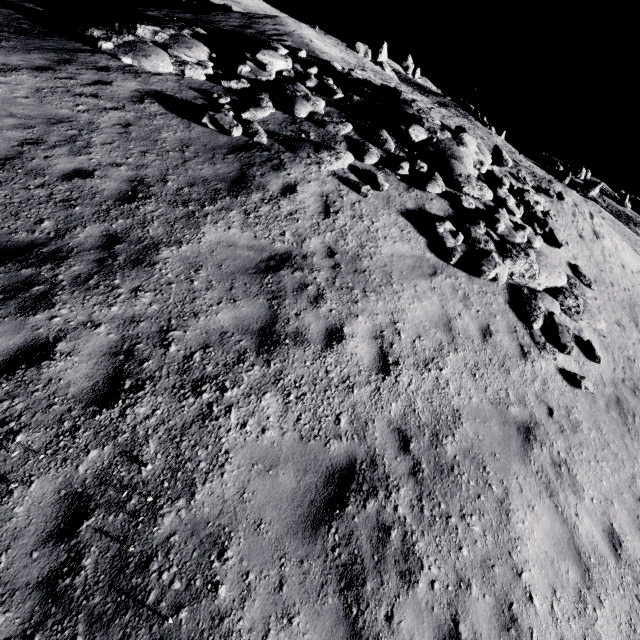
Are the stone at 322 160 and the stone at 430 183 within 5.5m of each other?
yes

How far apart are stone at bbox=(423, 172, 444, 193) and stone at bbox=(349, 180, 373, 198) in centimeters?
215cm

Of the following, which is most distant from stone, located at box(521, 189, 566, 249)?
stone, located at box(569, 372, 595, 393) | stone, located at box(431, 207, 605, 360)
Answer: stone, located at box(569, 372, 595, 393)

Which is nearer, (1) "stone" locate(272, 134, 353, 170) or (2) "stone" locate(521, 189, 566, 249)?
(1) "stone" locate(272, 134, 353, 170)

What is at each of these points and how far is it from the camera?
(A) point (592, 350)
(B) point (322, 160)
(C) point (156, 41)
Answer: (A) stone, 8.9m
(B) stone, 8.9m
(C) stone, 10.6m

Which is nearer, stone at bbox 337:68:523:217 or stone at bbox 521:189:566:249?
stone at bbox 337:68:523:217

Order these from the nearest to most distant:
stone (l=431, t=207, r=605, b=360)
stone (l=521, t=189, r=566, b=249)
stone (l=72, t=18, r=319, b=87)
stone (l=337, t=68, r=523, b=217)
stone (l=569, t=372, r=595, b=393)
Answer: stone (l=569, t=372, r=595, b=393), stone (l=431, t=207, r=605, b=360), stone (l=72, t=18, r=319, b=87), stone (l=337, t=68, r=523, b=217), stone (l=521, t=189, r=566, b=249)

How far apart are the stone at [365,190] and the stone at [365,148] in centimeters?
125cm
